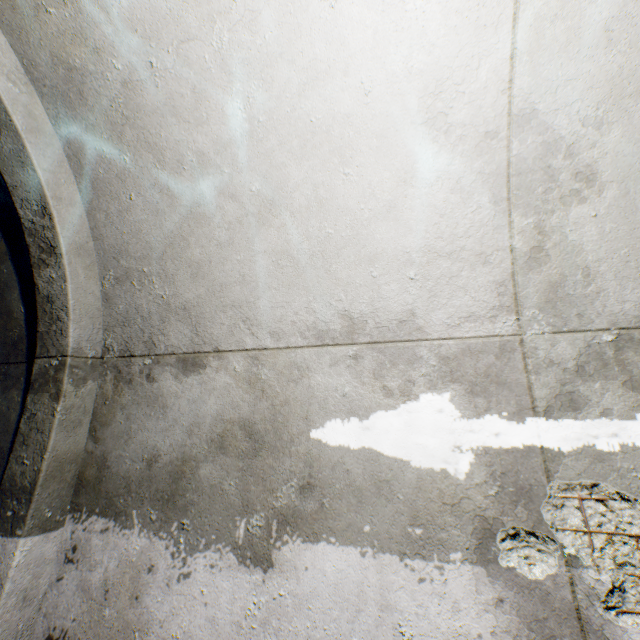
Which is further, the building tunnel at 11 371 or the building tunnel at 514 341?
the building tunnel at 11 371

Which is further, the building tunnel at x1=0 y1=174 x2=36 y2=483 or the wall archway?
the building tunnel at x1=0 y1=174 x2=36 y2=483

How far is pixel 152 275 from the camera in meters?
2.1 m

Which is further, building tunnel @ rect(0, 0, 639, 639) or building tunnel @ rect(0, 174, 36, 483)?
building tunnel @ rect(0, 174, 36, 483)

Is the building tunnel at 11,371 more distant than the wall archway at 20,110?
Yes
